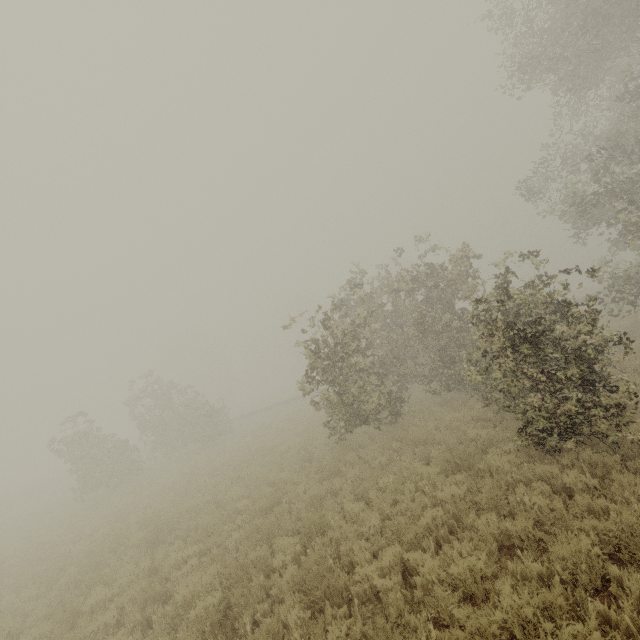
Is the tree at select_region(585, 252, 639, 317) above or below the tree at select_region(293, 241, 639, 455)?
above

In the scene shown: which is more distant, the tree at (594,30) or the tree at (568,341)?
the tree at (594,30)

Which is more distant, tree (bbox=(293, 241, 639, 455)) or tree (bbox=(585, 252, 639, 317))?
tree (bbox=(585, 252, 639, 317))

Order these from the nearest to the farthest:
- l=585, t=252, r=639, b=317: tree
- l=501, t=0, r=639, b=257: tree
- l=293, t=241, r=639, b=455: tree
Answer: l=293, t=241, r=639, b=455: tree < l=501, t=0, r=639, b=257: tree < l=585, t=252, r=639, b=317: tree

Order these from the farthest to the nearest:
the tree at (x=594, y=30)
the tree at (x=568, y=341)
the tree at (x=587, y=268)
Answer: the tree at (x=587, y=268) < the tree at (x=594, y=30) < the tree at (x=568, y=341)

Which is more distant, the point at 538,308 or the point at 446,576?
the point at 538,308
